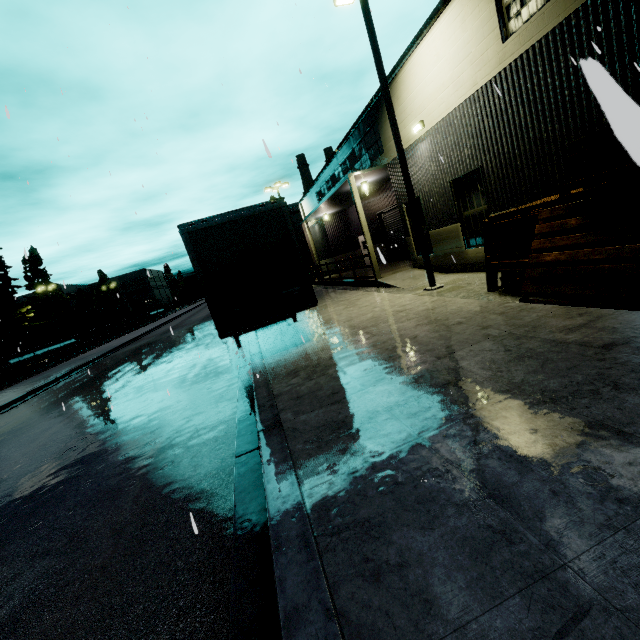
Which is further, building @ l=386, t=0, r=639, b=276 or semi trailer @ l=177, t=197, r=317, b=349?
semi trailer @ l=177, t=197, r=317, b=349

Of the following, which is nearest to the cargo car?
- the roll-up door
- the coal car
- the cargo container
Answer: the coal car

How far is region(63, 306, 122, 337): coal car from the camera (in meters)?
36.97

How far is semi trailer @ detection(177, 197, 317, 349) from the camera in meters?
7.6

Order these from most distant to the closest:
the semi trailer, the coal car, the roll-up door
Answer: the coal car, the roll-up door, the semi trailer

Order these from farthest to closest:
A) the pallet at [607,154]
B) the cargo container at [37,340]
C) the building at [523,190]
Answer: the cargo container at [37,340] → the building at [523,190] → the pallet at [607,154]

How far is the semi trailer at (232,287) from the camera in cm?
763

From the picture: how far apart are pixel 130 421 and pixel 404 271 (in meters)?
12.69
